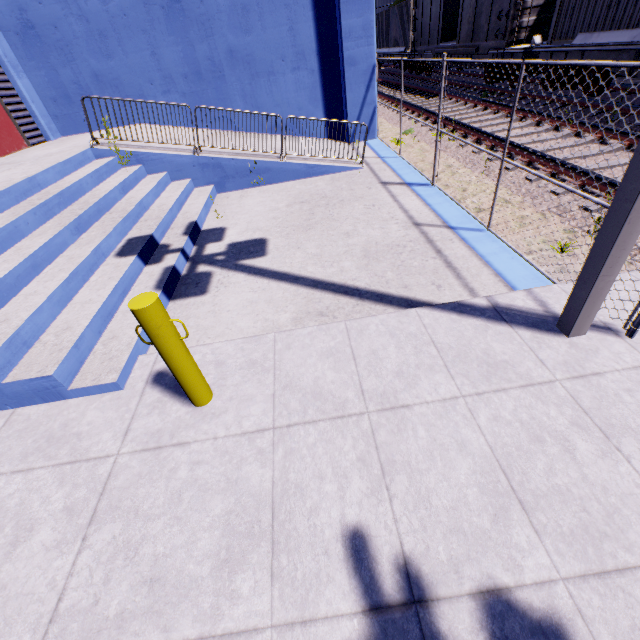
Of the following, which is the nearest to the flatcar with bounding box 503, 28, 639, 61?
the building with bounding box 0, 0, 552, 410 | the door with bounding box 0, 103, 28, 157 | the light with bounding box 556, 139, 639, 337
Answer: the building with bounding box 0, 0, 552, 410

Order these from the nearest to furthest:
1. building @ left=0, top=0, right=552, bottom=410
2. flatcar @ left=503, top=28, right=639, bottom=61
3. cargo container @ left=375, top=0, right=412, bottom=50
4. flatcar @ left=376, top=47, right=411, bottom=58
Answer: building @ left=0, top=0, right=552, bottom=410 < flatcar @ left=503, top=28, right=639, bottom=61 < cargo container @ left=375, top=0, right=412, bottom=50 < flatcar @ left=376, top=47, right=411, bottom=58

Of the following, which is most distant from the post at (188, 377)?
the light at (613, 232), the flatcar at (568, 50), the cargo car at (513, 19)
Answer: the cargo car at (513, 19)

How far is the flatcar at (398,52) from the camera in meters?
22.5

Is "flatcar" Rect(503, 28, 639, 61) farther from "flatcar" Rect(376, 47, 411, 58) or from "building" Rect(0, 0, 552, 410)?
"flatcar" Rect(376, 47, 411, 58)

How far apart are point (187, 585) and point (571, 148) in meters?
10.1

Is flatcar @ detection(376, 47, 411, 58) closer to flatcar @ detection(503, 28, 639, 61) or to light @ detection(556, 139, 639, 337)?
flatcar @ detection(503, 28, 639, 61)

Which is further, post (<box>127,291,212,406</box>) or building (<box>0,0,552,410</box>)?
building (<box>0,0,552,410</box>)
